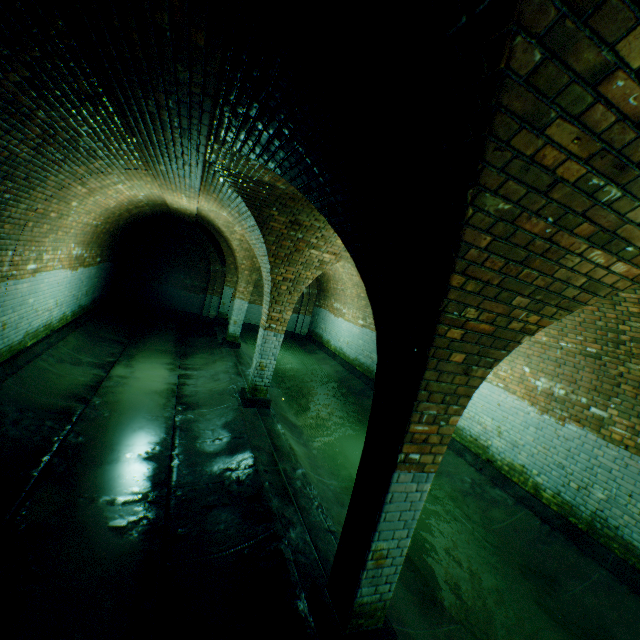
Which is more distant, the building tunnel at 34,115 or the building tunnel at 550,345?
the building tunnel at 550,345

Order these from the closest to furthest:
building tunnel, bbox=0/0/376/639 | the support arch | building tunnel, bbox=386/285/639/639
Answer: the support arch, building tunnel, bbox=0/0/376/639, building tunnel, bbox=386/285/639/639

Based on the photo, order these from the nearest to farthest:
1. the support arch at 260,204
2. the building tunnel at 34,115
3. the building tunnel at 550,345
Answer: the support arch at 260,204
the building tunnel at 34,115
the building tunnel at 550,345

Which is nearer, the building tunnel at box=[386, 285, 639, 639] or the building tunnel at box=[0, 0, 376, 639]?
the building tunnel at box=[0, 0, 376, 639]

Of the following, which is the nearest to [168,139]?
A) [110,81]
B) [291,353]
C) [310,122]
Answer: [110,81]

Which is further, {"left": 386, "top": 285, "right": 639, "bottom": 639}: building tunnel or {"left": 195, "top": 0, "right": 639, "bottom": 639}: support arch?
{"left": 386, "top": 285, "right": 639, "bottom": 639}: building tunnel
